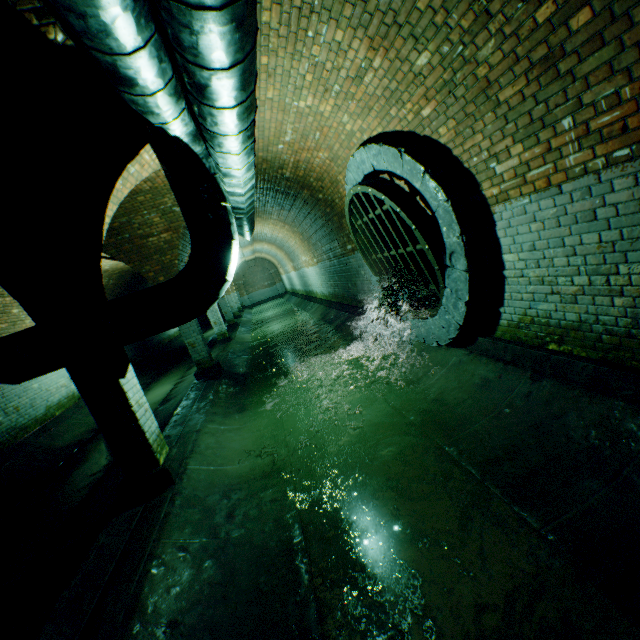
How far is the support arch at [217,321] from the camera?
13.5m

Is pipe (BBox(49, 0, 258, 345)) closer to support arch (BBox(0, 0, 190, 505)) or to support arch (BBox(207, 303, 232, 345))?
support arch (BBox(0, 0, 190, 505))

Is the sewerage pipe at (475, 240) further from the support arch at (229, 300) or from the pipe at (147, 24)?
the support arch at (229, 300)

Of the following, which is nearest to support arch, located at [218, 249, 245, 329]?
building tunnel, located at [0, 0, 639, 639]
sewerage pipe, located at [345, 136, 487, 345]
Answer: building tunnel, located at [0, 0, 639, 639]

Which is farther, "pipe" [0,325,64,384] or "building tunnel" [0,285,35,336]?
"building tunnel" [0,285,35,336]

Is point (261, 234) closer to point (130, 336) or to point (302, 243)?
point (302, 243)

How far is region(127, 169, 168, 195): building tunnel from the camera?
5.79m

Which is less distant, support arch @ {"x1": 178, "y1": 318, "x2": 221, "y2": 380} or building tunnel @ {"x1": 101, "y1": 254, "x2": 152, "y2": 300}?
support arch @ {"x1": 178, "y1": 318, "x2": 221, "y2": 380}
